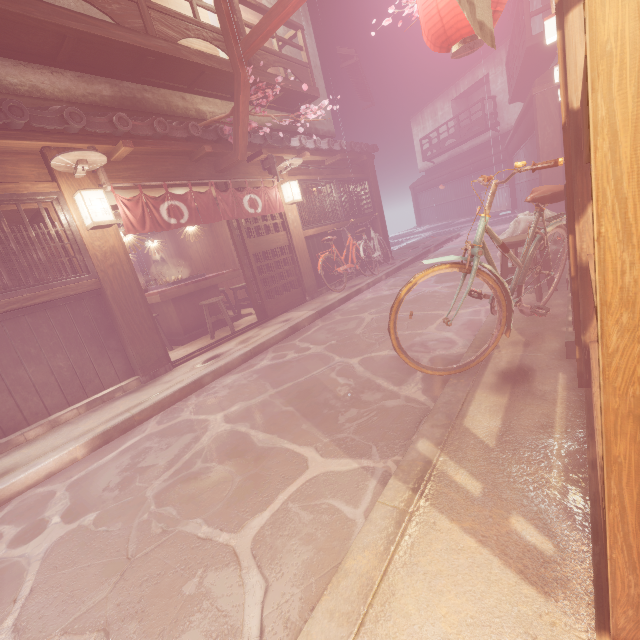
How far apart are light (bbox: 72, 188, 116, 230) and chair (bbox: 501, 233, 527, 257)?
8.94m

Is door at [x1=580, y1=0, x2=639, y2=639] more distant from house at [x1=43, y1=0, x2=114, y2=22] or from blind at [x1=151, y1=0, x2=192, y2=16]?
blind at [x1=151, y1=0, x2=192, y2=16]

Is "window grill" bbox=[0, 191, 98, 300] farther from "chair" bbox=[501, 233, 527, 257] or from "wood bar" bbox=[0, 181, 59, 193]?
"chair" bbox=[501, 233, 527, 257]

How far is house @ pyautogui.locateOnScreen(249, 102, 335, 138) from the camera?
14.8 meters

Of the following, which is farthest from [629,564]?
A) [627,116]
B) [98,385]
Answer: [98,385]

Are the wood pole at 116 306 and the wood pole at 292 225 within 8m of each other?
yes

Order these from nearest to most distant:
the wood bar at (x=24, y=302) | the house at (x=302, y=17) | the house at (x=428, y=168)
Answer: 1. the wood bar at (x=24, y=302)
2. the house at (x=302, y=17)
3. the house at (x=428, y=168)

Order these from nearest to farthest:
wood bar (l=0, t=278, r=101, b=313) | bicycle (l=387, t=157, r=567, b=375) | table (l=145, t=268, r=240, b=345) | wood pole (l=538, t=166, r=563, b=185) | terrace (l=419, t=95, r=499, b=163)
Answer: bicycle (l=387, t=157, r=567, b=375) → wood bar (l=0, t=278, r=101, b=313) → table (l=145, t=268, r=240, b=345) → wood pole (l=538, t=166, r=563, b=185) → terrace (l=419, t=95, r=499, b=163)
